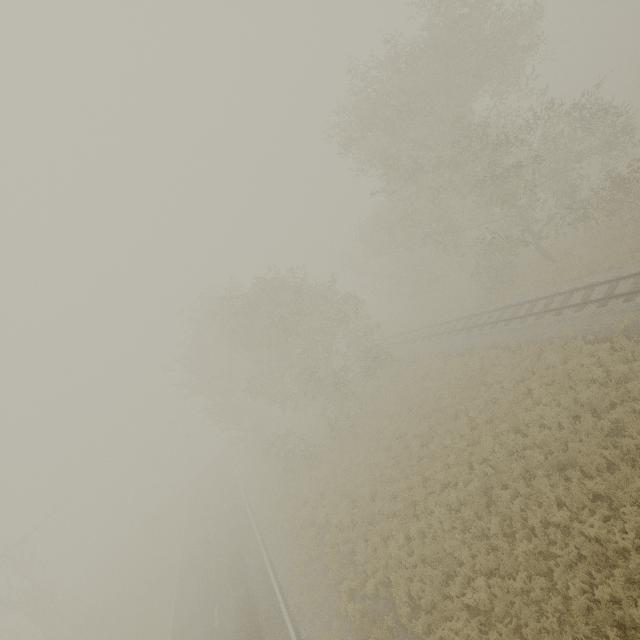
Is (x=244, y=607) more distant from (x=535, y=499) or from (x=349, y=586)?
(x=535, y=499)
